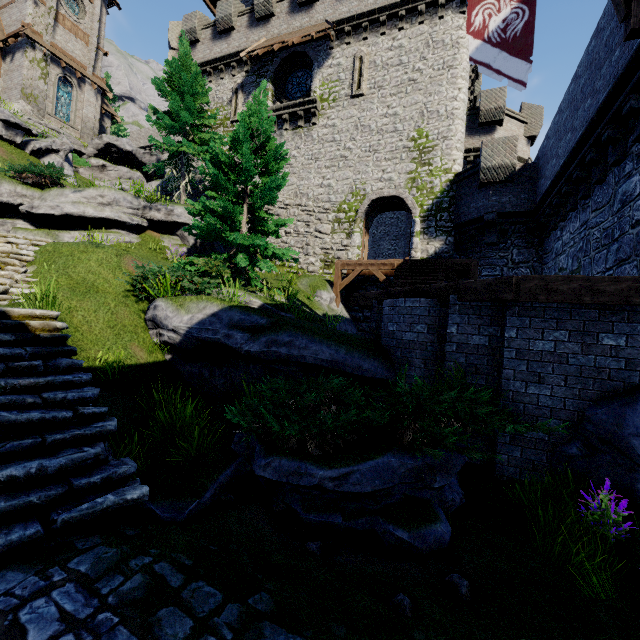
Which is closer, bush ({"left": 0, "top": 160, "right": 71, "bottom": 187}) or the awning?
bush ({"left": 0, "top": 160, "right": 71, "bottom": 187})

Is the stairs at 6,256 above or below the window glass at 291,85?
below

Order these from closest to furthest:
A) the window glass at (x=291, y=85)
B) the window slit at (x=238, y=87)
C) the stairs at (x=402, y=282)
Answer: the stairs at (x=402, y=282) → the window glass at (x=291, y=85) → the window slit at (x=238, y=87)

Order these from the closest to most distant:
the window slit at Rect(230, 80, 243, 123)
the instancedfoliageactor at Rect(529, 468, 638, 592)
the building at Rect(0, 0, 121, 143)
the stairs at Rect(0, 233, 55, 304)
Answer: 1. the instancedfoliageactor at Rect(529, 468, 638, 592)
2. the stairs at Rect(0, 233, 55, 304)
3. the window slit at Rect(230, 80, 243, 123)
4. the building at Rect(0, 0, 121, 143)

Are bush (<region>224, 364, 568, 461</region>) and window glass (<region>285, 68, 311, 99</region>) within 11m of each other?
no

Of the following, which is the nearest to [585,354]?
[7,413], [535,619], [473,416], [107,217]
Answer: [473,416]

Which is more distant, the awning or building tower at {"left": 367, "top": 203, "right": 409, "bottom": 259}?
building tower at {"left": 367, "top": 203, "right": 409, "bottom": 259}

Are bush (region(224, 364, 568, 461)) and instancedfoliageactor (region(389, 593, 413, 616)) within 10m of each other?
yes
